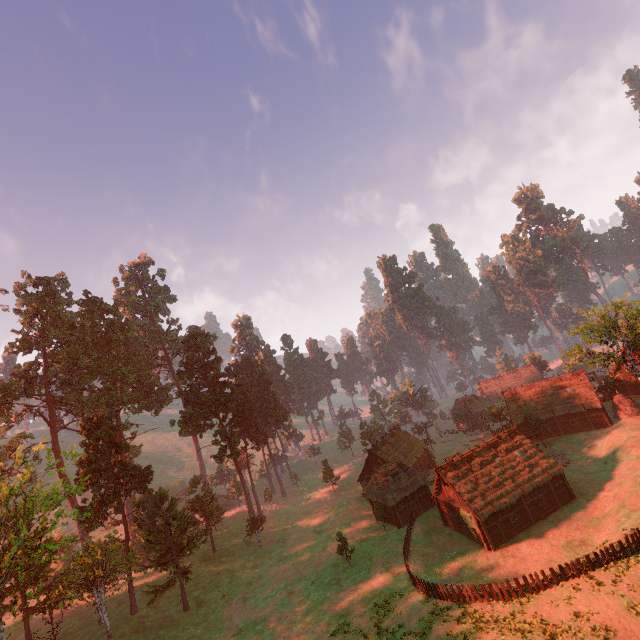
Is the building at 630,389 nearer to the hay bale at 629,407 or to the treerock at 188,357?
the treerock at 188,357

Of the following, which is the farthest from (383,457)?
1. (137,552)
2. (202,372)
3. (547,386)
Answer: (137,552)

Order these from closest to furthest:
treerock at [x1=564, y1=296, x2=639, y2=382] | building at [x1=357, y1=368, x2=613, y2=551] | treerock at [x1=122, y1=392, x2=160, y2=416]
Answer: building at [x1=357, y1=368, x2=613, y2=551], treerock at [x1=564, y1=296, x2=639, y2=382], treerock at [x1=122, y1=392, x2=160, y2=416]

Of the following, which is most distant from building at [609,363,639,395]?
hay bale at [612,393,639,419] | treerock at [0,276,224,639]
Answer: hay bale at [612,393,639,419]

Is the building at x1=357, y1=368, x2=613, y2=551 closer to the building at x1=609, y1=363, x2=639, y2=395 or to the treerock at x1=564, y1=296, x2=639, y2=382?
the treerock at x1=564, y1=296, x2=639, y2=382

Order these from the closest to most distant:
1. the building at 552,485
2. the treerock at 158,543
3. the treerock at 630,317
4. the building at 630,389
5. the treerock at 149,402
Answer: the treerock at 158,543 < the building at 552,485 < the treerock at 630,317 < the building at 630,389 < the treerock at 149,402

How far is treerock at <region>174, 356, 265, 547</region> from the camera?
50.64m
